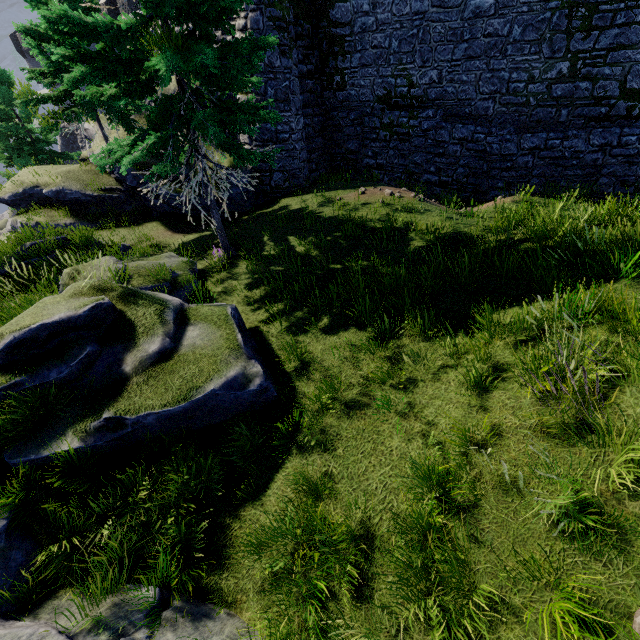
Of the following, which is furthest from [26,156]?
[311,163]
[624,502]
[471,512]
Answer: [624,502]

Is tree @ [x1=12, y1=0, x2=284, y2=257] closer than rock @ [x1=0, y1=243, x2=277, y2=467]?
No

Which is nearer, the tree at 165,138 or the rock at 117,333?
the rock at 117,333

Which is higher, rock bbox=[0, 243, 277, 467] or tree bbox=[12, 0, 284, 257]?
tree bbox=[12, 0, 284, 257]

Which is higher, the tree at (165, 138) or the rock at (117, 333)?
the tree at (165, 138)
